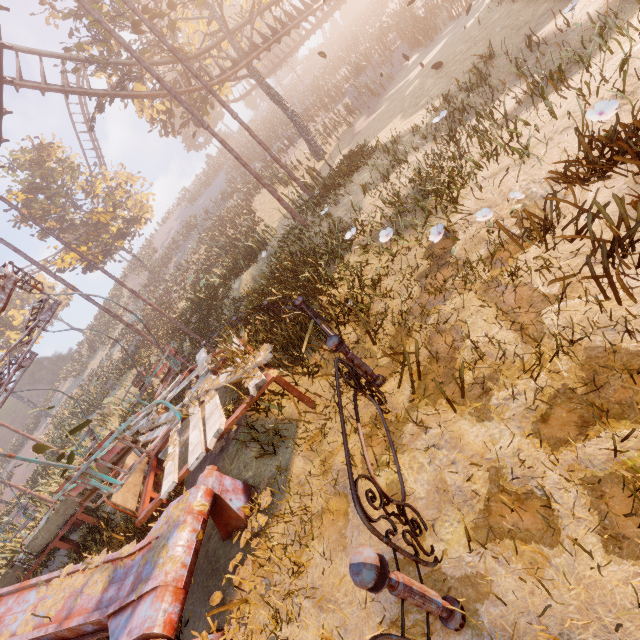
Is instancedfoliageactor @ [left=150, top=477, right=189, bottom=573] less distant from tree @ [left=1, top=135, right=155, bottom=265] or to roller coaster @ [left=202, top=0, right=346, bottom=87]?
roller coaster @ [left=202, top=0, right=346, bottom=87]

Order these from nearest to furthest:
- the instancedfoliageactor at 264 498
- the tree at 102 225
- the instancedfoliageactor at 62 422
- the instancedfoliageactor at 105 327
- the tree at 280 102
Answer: the instancedfoliageactor at 264 498, the instancedfoliageactor at 62 422, the tree at 280 102, the tree at 102 225, the instancedfoliageactor at 105 327

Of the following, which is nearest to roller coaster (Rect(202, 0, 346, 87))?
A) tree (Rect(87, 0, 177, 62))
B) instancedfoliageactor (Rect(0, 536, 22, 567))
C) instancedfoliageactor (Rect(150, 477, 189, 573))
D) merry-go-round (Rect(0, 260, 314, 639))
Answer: tree (Rect(87, 0, 177, 62))

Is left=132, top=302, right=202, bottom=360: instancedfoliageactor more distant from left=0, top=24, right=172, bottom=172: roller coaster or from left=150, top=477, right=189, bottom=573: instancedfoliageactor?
left=150, top=477, right=189, bottom=573: instancedfoliageactor

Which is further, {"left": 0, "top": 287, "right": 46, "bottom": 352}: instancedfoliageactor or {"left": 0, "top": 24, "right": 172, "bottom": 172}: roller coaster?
{"left": 0, "top": 287, "right": 46, "bottom": 352}: instancedfoliageactor

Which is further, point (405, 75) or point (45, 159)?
point (45, 159)

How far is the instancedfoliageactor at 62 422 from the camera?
6.46m

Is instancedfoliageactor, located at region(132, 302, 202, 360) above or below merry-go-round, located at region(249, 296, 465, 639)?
above
